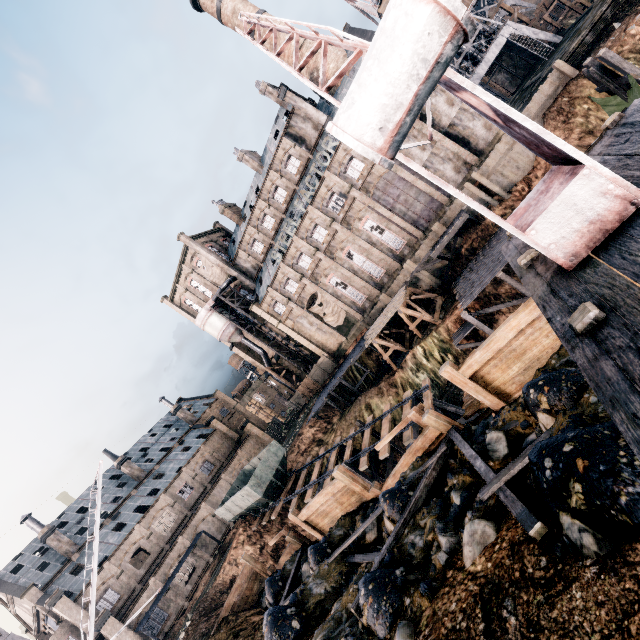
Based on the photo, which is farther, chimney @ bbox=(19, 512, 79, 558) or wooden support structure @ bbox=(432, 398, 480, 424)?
chimney @ bbox=(19, 512, 79, 558)

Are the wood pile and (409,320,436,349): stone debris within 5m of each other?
yes

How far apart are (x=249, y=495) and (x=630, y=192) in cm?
3059

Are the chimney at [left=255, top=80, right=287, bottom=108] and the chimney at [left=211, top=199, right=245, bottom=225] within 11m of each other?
no

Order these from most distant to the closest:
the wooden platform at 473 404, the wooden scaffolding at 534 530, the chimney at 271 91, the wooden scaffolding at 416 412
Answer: the chimney at 271 91 → the wooden scaffolding at 416 412 → the wooden platform at 473 404 → the wooden scaffolding at 534 530

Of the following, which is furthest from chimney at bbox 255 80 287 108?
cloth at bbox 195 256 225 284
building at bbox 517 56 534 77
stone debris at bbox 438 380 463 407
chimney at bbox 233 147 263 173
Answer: stone debris at bbox 438 380 463 407

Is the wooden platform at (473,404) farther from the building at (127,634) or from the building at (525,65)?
the building at (525,65)

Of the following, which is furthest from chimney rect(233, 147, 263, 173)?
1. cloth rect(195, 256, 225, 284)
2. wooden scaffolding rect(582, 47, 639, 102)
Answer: wooden scaffolding rect(582, 47, 639, 102)
